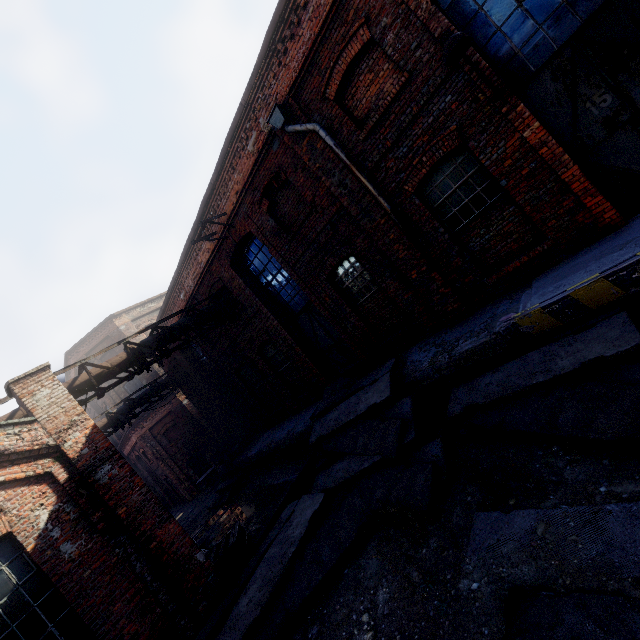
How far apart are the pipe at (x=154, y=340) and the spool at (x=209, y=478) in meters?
14.4

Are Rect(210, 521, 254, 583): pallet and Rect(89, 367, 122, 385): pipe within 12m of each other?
yes

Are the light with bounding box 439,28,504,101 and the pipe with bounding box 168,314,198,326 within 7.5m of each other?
no

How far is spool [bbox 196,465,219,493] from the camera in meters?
21.0 m

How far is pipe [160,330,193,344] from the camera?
10.4m

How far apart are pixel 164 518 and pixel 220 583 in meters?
1.8

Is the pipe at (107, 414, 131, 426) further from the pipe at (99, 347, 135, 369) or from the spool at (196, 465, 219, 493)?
the spool at (196, 465, 219, 493)

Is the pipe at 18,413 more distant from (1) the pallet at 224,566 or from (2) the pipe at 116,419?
(2) the pipe at 116,419
